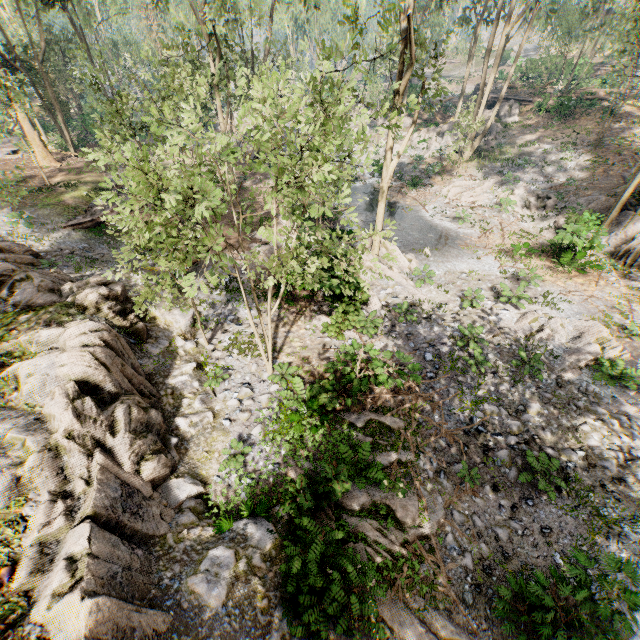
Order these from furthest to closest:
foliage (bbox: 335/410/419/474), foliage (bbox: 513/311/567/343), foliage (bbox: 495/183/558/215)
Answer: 1. foliage (bbox: 495/183/558/215)
2. foliage (bbox: 513/311/567/343)
3. foliage (bbox: 335/410/419/474)

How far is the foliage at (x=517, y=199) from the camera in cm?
2266

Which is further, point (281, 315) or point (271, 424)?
point (281, 315)

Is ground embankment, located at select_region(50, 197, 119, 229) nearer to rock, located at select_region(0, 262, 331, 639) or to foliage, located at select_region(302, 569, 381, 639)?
foliage, located at select_region(302, 569, 381, 639)

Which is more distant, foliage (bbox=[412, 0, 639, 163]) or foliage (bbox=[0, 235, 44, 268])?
foliage (bbox=[412, 0, 639, 163])

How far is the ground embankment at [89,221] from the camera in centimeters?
1950cm
